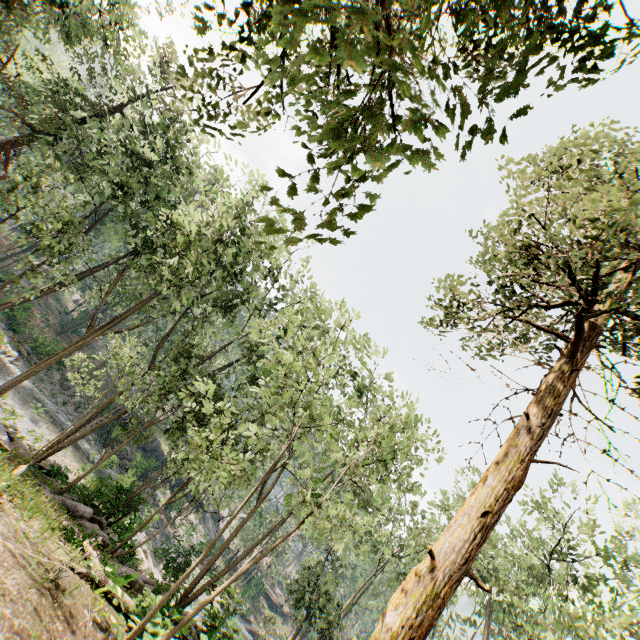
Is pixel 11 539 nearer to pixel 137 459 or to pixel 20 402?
pixel 20 402

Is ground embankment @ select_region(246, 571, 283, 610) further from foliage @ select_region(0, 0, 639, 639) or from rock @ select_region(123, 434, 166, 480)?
rock @ select_region(123, 434, 166, 480)

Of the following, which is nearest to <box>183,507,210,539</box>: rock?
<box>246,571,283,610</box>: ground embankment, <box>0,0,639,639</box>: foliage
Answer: <box>0,0,639,639</box>: foliage

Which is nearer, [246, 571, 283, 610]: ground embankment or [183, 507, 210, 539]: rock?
[183, 507, 210, 539]: rock

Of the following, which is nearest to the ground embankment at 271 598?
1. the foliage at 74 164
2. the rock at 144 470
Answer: the foliage at 74 164
